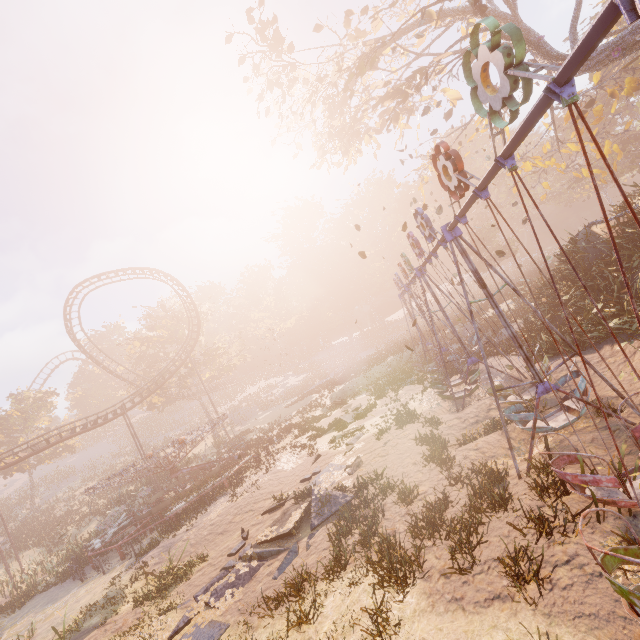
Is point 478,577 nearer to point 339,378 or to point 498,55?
point 498,55

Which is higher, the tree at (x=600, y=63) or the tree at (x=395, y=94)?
the tree at (x=395, y=94)

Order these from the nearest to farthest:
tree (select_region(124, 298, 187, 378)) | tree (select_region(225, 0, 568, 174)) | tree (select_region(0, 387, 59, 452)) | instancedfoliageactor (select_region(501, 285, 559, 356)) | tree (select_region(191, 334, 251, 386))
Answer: instancedfoliageactor (select_region(501, 285, 559, 356)) < tree (select_region(225, 0, 568, 174)) < tree (select_region(0, 387, 59, 452)) < tree (select_region(124, 298, 187, 378)) < tree (select_region(191, 334, 251, 386))

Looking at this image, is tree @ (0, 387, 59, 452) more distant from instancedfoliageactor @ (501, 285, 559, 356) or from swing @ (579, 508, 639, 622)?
instancedfoliageactor @ (501, 285, 559, 356)

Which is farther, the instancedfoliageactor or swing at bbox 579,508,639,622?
the instancedfoliageactor

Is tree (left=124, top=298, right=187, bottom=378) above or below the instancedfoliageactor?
above

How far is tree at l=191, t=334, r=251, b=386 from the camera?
43.25m

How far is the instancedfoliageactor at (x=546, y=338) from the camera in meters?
14.1
